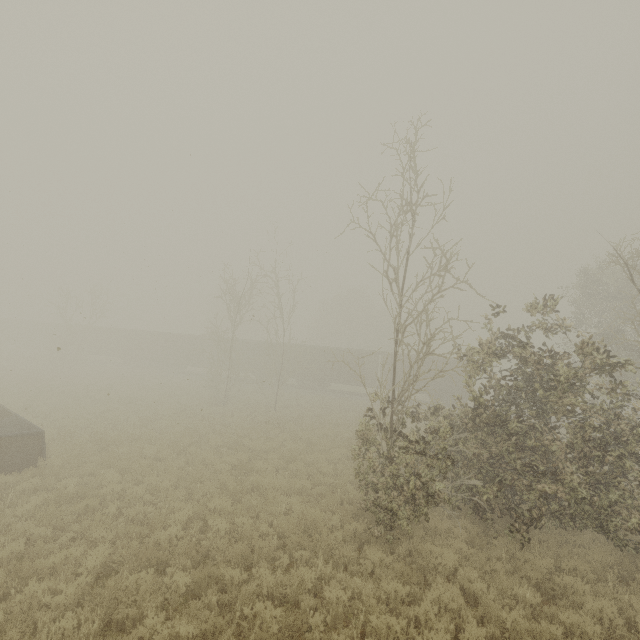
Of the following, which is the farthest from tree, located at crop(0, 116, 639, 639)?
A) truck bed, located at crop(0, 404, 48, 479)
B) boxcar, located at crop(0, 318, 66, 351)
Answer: boxcar, located at crop(0, 318, 66, 351)

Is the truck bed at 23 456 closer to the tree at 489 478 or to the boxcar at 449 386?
the tree at 489 478

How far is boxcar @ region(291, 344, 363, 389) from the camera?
34.09m

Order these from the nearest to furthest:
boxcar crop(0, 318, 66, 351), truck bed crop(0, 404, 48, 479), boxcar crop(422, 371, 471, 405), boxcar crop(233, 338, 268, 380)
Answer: truck bed crop(0, 404, 48, 479) < boxcar crop(422, 371, 471, 405) < boxcar crop(233, 338, 268, 380) < boxcar crop(0, 318, 66, 351)

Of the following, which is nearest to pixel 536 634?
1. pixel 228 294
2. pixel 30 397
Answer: pixel 228 294

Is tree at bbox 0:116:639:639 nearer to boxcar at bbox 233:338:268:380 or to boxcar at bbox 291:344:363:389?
boxcar at bbox 291:344:363:389

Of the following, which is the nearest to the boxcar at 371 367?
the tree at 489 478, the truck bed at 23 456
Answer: the tree at 489 478

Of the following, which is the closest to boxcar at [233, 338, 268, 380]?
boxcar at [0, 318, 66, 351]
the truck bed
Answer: boxcar at [0, 318, 66, 351]
